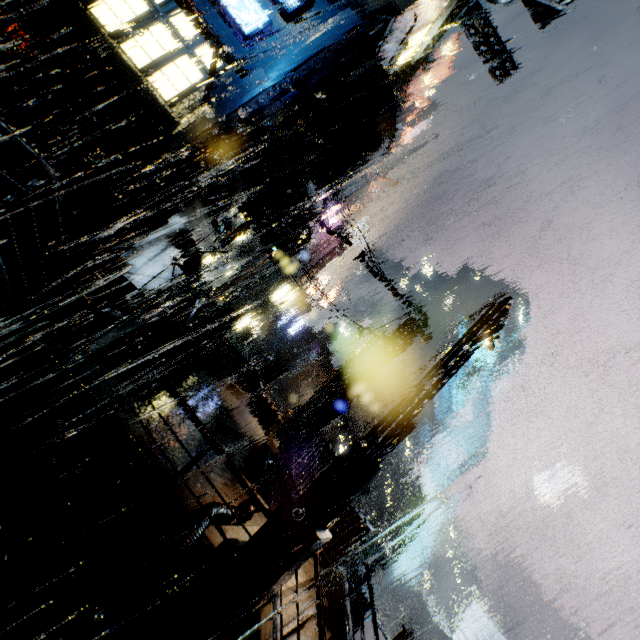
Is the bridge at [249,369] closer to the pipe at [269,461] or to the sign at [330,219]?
the pipe at [269,461]

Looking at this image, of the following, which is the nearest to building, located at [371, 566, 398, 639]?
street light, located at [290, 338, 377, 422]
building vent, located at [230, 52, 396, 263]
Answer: building vent, located at [230, 52, 396, 263]

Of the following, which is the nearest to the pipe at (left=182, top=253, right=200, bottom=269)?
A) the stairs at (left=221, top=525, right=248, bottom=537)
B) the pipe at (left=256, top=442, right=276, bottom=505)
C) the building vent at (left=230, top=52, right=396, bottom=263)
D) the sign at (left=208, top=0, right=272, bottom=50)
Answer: the building vent at (left=230, top=52, right=396, bottom=263)

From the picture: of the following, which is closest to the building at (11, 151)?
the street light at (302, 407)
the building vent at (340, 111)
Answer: the building vent at (340, 111)

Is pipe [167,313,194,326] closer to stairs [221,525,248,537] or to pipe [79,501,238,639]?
pipe [79,501,238,639]

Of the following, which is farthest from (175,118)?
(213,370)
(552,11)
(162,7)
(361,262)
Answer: (552,11)

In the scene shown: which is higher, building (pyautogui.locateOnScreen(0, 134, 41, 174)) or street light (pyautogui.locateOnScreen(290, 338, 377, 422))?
street light (pyautogui.locateOnScreen(290, 338, 377, 422))

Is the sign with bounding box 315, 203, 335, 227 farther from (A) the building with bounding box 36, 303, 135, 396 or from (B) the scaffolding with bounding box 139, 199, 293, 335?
(B) the scaffolding with bounding box 139, 199, 293, 335
